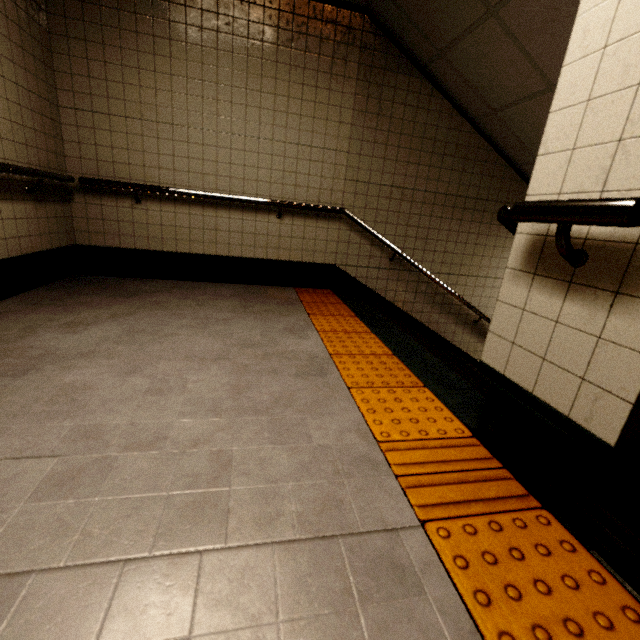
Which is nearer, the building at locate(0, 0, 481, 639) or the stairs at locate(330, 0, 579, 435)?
the building at locate(0, 0, 481, 639)

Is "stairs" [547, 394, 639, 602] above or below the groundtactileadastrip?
above

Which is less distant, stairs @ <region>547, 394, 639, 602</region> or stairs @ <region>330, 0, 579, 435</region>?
stairs @ <region>547, 394, 639, 602</region>

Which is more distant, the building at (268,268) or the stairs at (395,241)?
the stairs at (395,241)

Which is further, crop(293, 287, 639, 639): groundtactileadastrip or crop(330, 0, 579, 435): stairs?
crop(330, 0, 579, 435): stairs

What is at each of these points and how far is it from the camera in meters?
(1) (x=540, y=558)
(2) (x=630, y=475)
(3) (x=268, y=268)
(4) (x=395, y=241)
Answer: (1) groundtactileadastrip, 1.0
(2) stairs, 1.0
(3) building, 4.0
(4) stairs, 4.2

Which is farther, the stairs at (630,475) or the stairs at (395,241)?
the stairs at (395,241)
